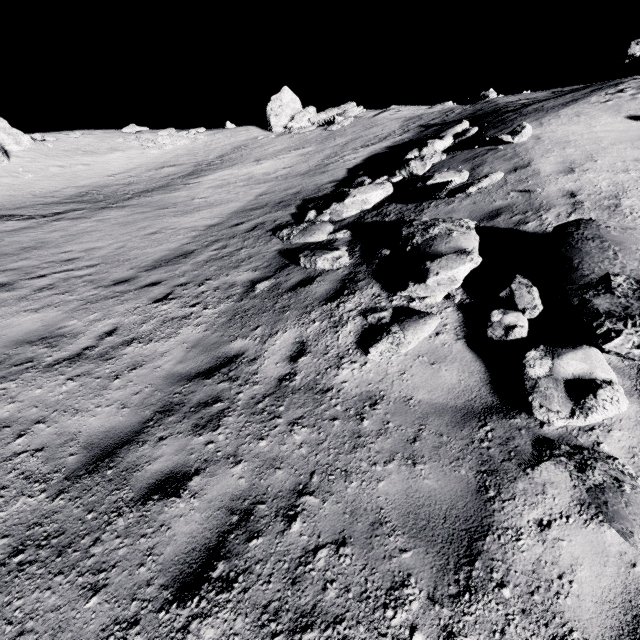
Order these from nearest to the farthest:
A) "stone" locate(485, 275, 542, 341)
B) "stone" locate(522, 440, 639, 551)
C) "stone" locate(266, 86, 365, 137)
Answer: "stone" locate(522, 440, 639, 551), "stone" locate(485, 275, 542, 341), "stone" locate(266, 86, 365, 137)

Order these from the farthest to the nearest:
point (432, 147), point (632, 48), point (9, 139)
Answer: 1. point (9, 139)
2. point (432, 147)
3. point (632, 48)

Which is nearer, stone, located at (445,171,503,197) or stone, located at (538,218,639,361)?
stone, located at (538,218,639,361)

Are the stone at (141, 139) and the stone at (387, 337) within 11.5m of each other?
no

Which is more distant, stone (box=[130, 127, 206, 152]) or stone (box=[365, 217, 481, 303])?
stone (box=[130, 127, 206, 152])

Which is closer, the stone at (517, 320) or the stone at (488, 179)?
the stone at (517, 320)

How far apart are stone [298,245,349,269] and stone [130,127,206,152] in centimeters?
2935cm

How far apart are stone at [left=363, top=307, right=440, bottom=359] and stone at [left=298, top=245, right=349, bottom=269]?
1.7 meters
